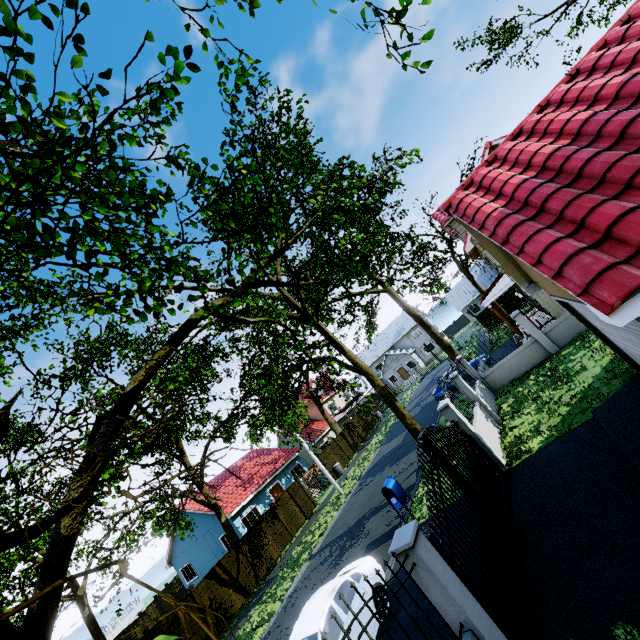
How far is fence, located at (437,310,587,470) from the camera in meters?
9.9 m

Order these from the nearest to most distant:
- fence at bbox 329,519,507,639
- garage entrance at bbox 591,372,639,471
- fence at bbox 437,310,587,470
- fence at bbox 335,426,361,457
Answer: fence at bbox 329,519,507,639
garage entrance at bbox 591,372,639,471
fence at bbox 437,310,587,470
fence at bbox 335,426,361,457

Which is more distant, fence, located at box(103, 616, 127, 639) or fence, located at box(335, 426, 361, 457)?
fence, located at box(335, 426, 361, 457)

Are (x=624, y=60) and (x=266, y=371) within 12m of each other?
Answer: no

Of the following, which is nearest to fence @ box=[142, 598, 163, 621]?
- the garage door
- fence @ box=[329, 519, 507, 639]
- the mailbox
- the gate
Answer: the gate

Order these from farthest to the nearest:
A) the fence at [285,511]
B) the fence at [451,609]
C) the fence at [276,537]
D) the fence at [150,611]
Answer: the fence at [150,611]
the fence at [285,511]
the fence at [276,537]
the fence at [451,609]

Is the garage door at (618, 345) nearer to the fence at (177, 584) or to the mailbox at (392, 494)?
the fence at (177, 584)
